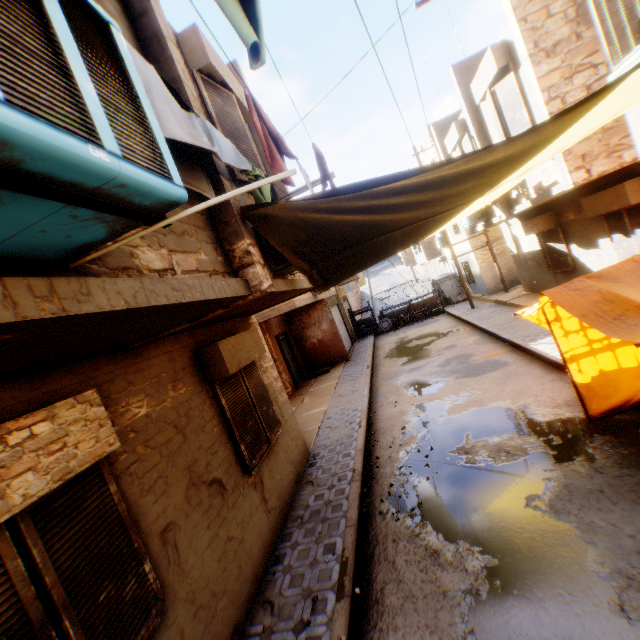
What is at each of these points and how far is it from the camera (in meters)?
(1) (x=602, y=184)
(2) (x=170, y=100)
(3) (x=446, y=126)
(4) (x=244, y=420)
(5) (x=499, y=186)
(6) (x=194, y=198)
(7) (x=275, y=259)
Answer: (1) building, 8.36
(2) dryer, 2.12
(3) building, 13.42
(4) shutter, 5.41
(5) tent, 3.71
(6) building, 3.14
(7) air conditioner, 4.55

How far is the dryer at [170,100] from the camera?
2.0m

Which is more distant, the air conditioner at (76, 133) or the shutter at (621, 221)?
the shutter at (621, 221)

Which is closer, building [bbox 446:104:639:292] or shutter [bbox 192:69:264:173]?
shutter [bbox 192:69:264:173]

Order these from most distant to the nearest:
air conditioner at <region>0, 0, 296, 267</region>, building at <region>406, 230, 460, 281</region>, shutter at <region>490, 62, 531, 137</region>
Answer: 1. building at <region>406, 230, 460, 281</region>
2. shutter at <region>490, 62, 531, 137</region>
3. air conditioner at <region>0, 0, 296, 267</region>

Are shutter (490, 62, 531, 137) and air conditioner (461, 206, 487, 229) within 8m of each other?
yes

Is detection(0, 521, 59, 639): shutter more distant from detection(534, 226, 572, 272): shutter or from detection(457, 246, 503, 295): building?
detection(534, 226, 572, 272): shutter

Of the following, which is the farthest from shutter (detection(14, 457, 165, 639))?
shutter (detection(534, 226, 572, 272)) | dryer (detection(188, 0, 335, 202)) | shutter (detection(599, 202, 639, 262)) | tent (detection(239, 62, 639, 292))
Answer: shutter (detection(534, 226, 572, 272))
